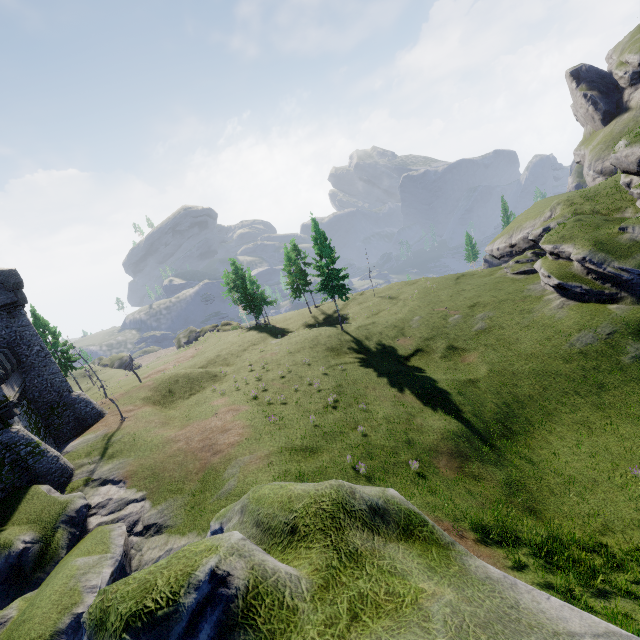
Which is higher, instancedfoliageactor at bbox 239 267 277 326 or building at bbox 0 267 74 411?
building at bbox 0 267 74 411

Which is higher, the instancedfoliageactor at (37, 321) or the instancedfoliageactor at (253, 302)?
the instancedfoliageactor at (37, 321)

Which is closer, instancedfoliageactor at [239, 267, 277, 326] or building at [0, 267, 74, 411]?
building at [0, 267, 74, 411]

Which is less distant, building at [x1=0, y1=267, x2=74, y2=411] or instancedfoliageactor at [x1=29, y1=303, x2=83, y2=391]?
building at [x1=0, y1=267, x2=74, y2=411]

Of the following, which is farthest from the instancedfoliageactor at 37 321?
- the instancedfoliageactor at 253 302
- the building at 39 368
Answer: the instancedfoliageactor at 253 302

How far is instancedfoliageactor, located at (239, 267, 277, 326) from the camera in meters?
55.2 m

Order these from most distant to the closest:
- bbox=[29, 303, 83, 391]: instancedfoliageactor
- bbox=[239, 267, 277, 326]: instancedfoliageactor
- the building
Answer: bbox=[239, 267, 277, 326]: instancedfoliageactor → bbox=[29, 303, 83, 391]: instancedfoliageactor → the building

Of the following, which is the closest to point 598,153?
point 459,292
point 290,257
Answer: point 459,292
